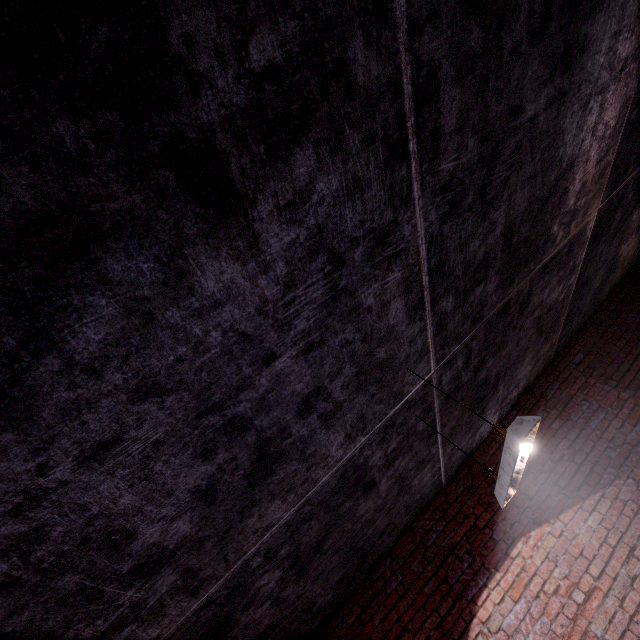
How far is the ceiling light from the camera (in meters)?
1.80

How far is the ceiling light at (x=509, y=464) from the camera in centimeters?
180cm

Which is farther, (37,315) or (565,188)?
(565,188)
